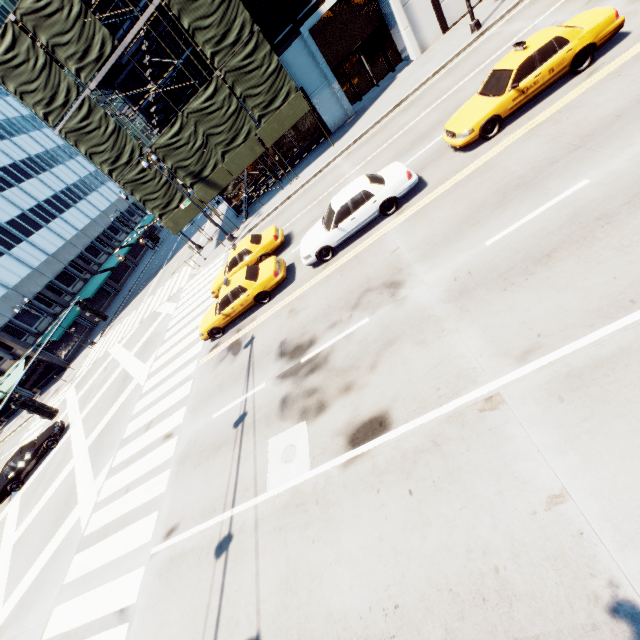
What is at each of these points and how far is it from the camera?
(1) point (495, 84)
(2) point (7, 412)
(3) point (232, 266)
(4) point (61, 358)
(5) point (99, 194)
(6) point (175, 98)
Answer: (1) vehicle, 10.6 meters
(2) building, 39.9 meters
(3) vehicle, 16.9 meters
(4) building, 36.2 meters
(5) building, 56.2 meters
(6) building, 22.8 meters

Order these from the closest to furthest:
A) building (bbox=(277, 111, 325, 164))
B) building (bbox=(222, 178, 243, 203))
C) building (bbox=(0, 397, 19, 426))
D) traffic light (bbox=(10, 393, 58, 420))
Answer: traffic light (bbox=(10, 393, 58, 420))
building (bbox=(277, 111, 325, 164))
building (bbox=(222, 178, 243, 203))
building (bbox=(0, 397, 19, 426))

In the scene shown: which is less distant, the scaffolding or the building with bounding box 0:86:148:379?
the scaffolding

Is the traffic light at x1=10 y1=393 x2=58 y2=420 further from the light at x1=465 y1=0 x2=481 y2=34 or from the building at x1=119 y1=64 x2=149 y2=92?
the light at x1=465 y1=0 x2=481 y2=34

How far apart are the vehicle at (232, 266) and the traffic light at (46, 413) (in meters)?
6.97

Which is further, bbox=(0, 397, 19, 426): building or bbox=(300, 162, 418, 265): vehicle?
bbox=(0, 397, 19, 426): building

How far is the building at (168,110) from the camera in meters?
22.7 m

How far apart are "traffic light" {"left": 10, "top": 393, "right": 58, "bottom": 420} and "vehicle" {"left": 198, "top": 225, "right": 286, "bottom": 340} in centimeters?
697cm
